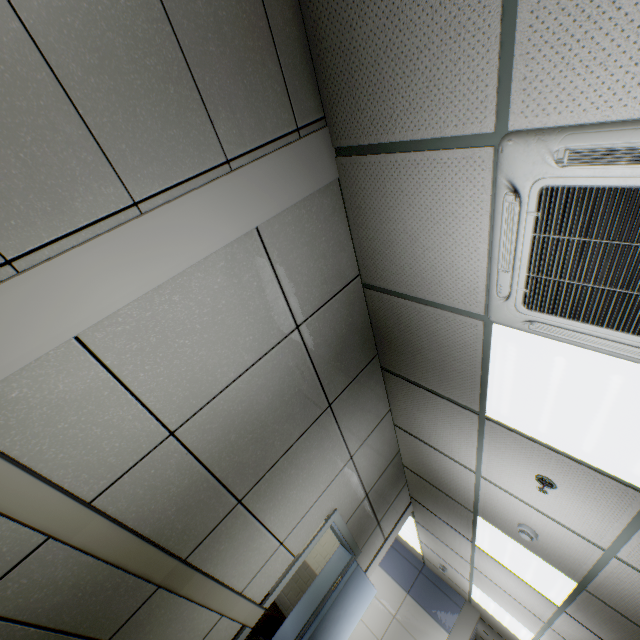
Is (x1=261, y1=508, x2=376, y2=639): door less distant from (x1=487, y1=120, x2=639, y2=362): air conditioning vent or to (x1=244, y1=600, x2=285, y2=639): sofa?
(x1=244, y1=600, x2=285, y2=639): sofa

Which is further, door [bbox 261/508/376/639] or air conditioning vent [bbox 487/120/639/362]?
door [bbox 261/508/376/639]

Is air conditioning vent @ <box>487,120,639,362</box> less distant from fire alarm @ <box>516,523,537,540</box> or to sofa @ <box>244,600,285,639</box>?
fire alarm @ <box>516,523,537,540</box>

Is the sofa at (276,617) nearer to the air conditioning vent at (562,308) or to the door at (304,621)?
the door at (304,621)

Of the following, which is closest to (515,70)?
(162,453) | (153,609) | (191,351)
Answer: (191,351)

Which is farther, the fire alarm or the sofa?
the sofa

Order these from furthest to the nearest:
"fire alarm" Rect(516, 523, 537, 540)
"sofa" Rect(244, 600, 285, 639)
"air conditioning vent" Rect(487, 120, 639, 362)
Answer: "sofa" Rect(244, 600, 285, 639)
"fire alarm" Rect(516, 523, 537, 540)
"air conditioning vent" Rect(487, 120, 639, 362)
